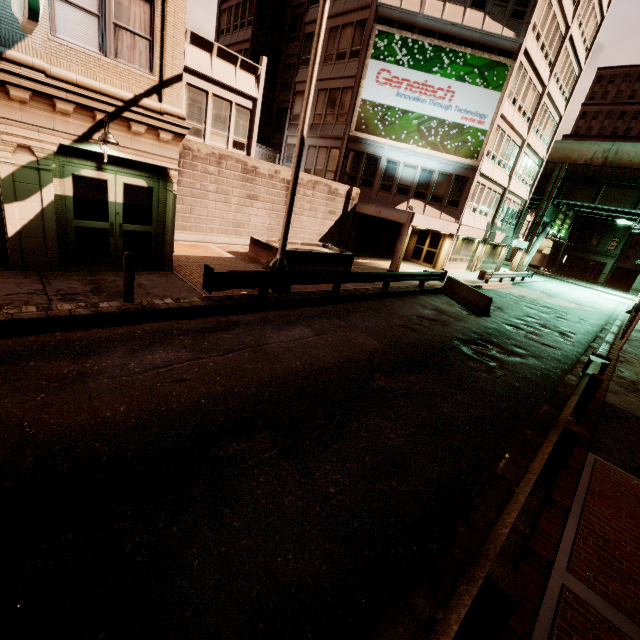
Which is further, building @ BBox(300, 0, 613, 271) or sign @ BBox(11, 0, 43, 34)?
building @ BBox(300, 0, 613, 271)

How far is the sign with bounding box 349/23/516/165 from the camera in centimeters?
2022cm

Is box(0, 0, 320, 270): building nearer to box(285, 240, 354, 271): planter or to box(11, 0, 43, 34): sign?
box(11, 0, 43, 34): sign

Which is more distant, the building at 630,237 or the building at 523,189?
the building at 630,237

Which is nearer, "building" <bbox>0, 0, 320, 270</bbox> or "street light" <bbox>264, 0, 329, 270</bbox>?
"building" <bbox>0, 0, 320, 270</bbox>

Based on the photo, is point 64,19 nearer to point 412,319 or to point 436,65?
point 412,319

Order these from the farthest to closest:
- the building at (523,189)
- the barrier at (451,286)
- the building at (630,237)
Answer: the building at (630,237), the building at (523,189), the barrier at (451,286)

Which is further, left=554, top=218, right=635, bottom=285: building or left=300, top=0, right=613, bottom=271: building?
left=554, top=218, right=635, bottom=285: building
